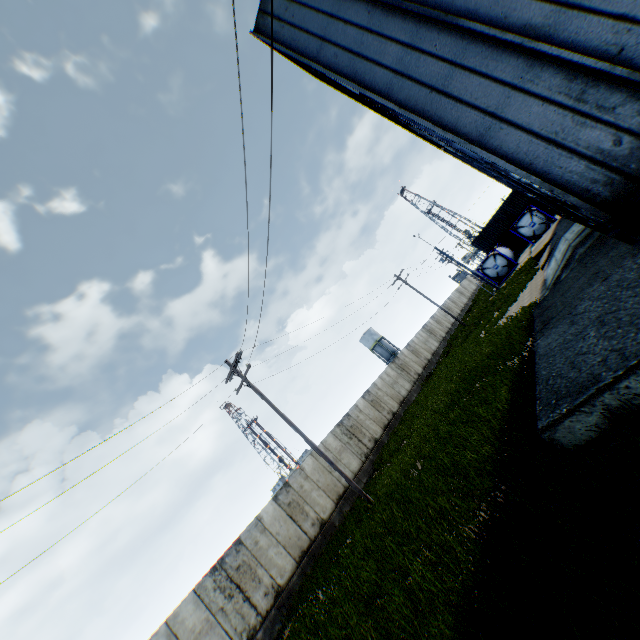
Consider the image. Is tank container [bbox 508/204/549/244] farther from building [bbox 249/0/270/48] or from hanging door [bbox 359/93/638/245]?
hanging door [bbox 359/93/638/245]

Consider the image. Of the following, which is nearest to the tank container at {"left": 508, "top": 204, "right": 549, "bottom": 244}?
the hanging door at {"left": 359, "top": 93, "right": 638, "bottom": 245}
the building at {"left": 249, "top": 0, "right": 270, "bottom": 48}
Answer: the building at {"left": 249, "top": 0, "right": 270, "bottom": 48}

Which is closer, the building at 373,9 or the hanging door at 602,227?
the building at 373,9

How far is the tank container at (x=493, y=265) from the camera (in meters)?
34.34

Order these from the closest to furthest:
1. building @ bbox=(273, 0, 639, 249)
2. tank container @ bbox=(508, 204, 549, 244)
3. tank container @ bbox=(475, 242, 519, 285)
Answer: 1. building @ bbox=(273, 0, 639, 249)
2. tank container @ bbox=(508, 204, 549, 244)
3. tank container @ bbox=(475, 242, 519, 285)

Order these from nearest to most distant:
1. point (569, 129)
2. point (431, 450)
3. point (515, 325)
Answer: point (569, 129) → point (431, 450) → point (515, 325)

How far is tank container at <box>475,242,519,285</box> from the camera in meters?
34.3
